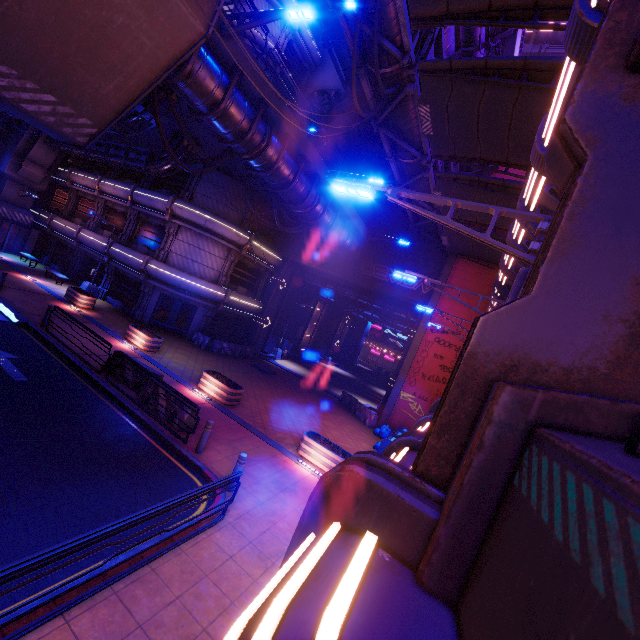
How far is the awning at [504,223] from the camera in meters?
14.2 m

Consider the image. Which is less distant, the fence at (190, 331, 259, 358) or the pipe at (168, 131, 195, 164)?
the pipe at (168, 131, 195, 164)

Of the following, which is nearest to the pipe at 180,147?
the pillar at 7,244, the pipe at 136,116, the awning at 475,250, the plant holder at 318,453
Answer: the pillar at 7,244

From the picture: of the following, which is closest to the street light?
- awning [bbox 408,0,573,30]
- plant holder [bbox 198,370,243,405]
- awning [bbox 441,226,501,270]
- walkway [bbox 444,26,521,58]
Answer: awning [bbox 408,0,573,30]

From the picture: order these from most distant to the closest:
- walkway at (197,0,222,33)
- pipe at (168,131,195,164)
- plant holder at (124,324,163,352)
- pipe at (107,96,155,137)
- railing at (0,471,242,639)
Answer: pipe at (168,131,195,164) → plant holder at (124,324,163,352) → pipe at (107,96,155,137) → walkway at (197,0,222,33) → railing at (0,471,242,639)

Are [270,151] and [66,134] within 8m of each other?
yes

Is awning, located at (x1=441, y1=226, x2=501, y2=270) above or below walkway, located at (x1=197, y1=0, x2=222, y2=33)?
above

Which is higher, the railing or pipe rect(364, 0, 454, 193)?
pipe rect(364, 0, 454, 193)
